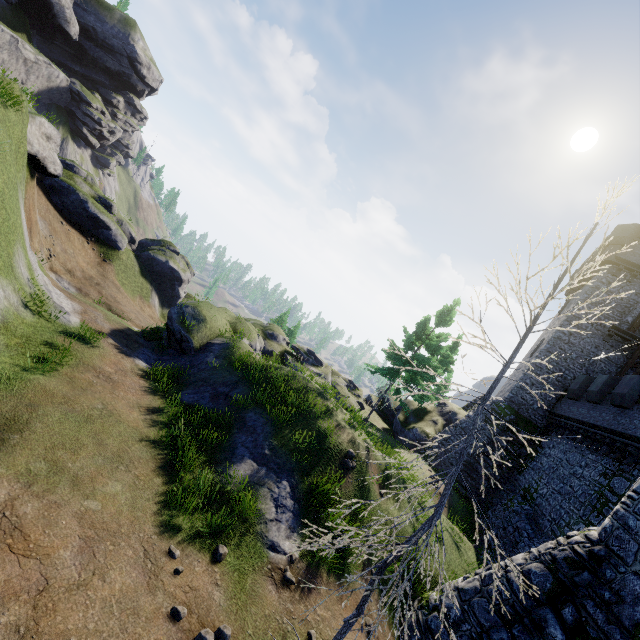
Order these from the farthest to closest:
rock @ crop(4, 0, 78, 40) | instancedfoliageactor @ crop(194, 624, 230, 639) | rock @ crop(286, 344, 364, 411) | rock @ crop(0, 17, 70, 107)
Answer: rock @ crop(4, 0, 78, 40) → rock @ crop(0, 17, 70, 107) → rock @ crop(286, 344, 364, 411) → instancedfoliageactor @ crop(194, 624, 230, 639)

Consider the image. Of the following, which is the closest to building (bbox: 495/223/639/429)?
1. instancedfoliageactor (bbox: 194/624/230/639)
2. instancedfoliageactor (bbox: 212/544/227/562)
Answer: instancedfoliageactor (bbox: 212/544/227/562)

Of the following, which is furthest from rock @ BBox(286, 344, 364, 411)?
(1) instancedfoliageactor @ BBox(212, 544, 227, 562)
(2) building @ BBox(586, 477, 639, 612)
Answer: (2) building @ BBox(586, 477, 639, 612)

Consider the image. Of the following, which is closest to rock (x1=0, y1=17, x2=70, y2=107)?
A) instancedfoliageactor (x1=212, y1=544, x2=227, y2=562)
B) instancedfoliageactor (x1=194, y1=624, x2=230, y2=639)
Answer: instancedfoliageactor (x1=212, y1=544, x2=227, y2=562)

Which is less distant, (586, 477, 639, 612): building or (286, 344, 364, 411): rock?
(586, 477, 639, 612): building

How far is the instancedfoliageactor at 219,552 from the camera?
6.9 meters

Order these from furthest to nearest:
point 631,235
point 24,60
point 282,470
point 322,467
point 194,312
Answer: point 24,60 < point 631,235 < point 194,312 < point 322,467 < point 282,470

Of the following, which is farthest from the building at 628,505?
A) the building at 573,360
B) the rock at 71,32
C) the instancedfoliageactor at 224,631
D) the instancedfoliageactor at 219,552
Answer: the rock at 71,32
